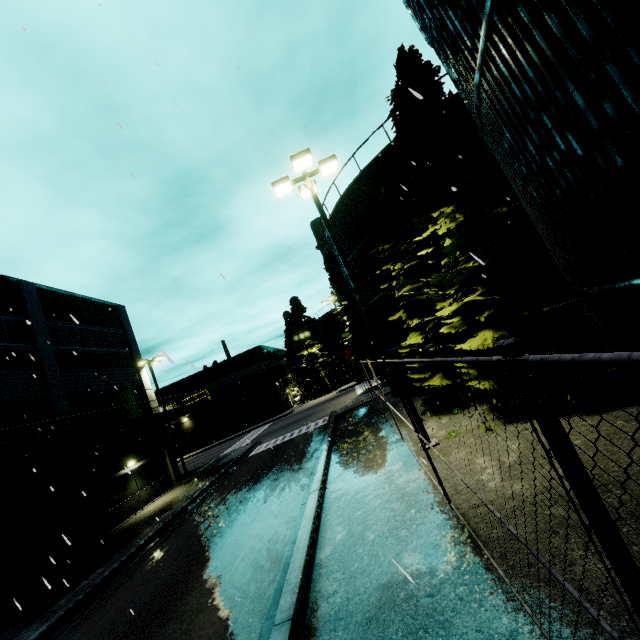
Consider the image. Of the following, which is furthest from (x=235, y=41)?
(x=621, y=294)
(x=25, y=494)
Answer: (x=25, y=494)

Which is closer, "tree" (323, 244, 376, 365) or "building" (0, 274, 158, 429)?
"building" (0, 274, 158, 429)

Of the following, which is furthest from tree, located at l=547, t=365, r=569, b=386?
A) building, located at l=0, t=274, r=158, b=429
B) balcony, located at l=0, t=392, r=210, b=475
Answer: balcony, located at l=0, t=392, r=210, b=475

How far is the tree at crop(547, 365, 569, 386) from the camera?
8.4m

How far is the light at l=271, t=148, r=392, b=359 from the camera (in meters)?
10.31

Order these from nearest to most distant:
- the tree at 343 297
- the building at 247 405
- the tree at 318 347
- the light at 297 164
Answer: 1. the light at 297 164
2. the tree at 343 297
3. the building at 247 405
4. the tree at 318 347

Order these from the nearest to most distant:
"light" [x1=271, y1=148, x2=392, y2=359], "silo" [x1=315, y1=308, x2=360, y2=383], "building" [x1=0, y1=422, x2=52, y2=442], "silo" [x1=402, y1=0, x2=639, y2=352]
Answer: "silo" [x1=402, y1=0, x2=639, y2=352], "light" [x1=271, y1=148, x2=392, y2=359], "building" [x1=0, y1=422, x2=52, y2=442], "silo" [x1=315, y1=308, x2=360, y2=383]

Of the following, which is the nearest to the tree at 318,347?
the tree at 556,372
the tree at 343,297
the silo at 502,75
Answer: the silo at 502,75
